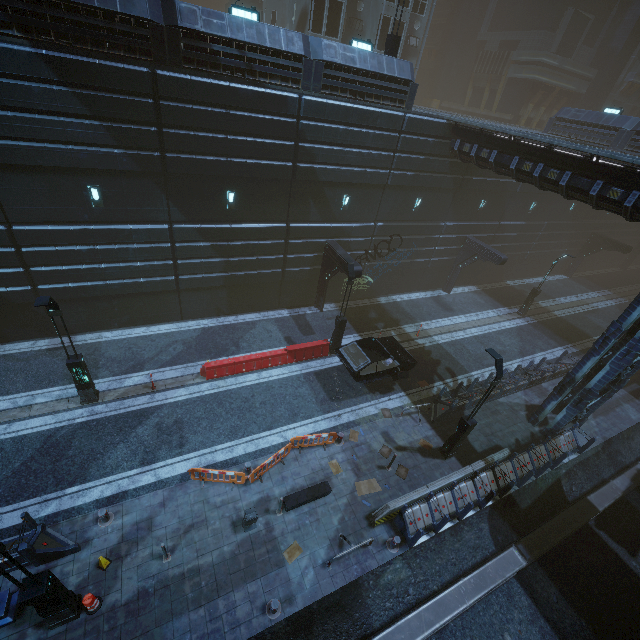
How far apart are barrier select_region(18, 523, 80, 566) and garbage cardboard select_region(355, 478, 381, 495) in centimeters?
921cm

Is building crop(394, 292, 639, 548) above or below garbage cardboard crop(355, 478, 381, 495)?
above

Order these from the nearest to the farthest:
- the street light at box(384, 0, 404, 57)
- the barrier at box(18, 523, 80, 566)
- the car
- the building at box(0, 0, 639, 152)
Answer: the barrier at box(18, 523, 80, 566) < the building at box(0, 0, 639, 152) < the car < the street light at box(384, 0, 404, 57)

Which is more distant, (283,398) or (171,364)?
(171,364)

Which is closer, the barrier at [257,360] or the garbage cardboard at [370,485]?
the garbage cardboard at [370,485]

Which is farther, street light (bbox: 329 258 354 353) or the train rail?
street light (bbox: 329 258 354 353)

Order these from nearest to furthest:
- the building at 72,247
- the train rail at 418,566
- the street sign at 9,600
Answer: the street sign at 9,600 < the train rail at 418,566 < the building at 72,247

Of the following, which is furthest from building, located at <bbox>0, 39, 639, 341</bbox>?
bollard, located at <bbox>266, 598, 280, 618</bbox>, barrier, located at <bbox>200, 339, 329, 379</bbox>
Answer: bollard, located at <bbox>266, 598, 280, 618</bbox>
